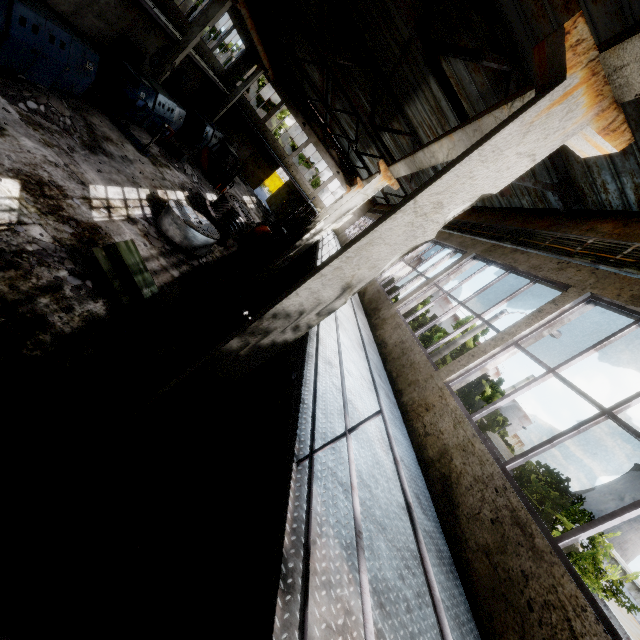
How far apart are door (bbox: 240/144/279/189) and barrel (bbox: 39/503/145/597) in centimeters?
Answer: 3386cm

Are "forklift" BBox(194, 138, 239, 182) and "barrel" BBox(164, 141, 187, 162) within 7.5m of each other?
yes

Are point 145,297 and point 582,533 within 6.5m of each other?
no

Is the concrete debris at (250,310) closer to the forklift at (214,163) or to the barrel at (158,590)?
the barrel at (158,590)

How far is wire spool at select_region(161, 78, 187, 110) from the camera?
20.5 meters

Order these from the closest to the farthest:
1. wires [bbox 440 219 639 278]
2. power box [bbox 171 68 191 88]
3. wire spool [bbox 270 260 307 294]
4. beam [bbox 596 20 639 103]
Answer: beam [bbox 596 20 639 103] < wires [bbox 440 219 639 278] < wire spool [bbox 270 260 307 294] < power box [bbox 171 68 191 88]

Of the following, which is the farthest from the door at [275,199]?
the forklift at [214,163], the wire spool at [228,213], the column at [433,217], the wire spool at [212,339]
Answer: the column at [433,217]

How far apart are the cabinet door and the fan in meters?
2.3
